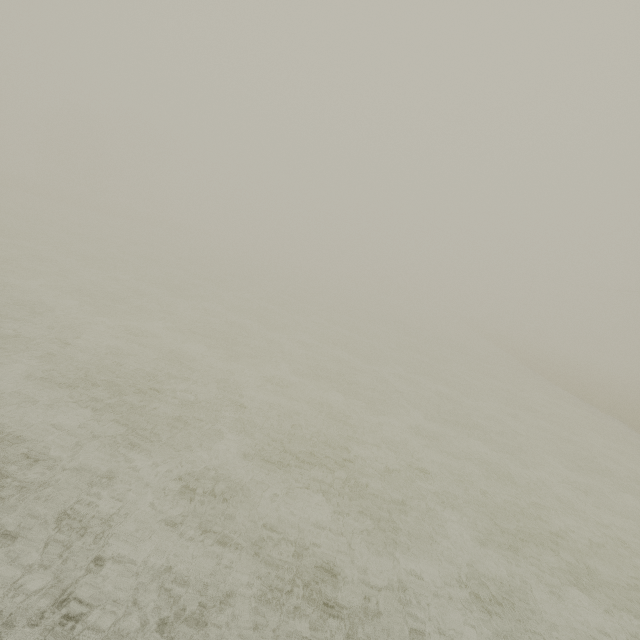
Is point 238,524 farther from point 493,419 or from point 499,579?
point 493,419
